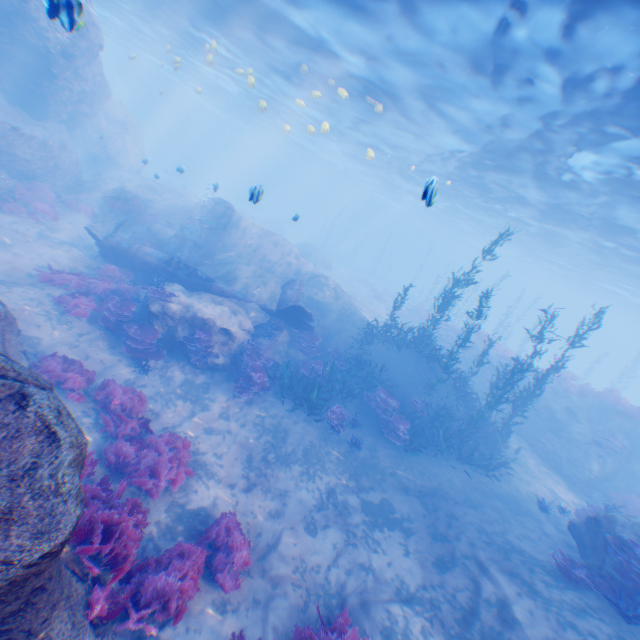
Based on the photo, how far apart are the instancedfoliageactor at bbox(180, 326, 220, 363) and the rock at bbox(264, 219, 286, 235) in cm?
3710

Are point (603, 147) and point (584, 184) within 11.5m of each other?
yes

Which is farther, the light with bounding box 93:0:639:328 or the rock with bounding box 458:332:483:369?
the rock with bounding box 458:332:483:369

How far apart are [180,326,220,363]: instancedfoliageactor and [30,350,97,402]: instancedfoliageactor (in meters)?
2.81

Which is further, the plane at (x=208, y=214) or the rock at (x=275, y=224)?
the rock at (x=275, y=224)

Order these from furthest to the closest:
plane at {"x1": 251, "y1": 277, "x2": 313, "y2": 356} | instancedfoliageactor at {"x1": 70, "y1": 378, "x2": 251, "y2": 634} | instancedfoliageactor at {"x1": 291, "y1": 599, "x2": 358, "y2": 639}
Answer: plane at {"x1": 251, "y1": 277, "x2": 313, "y2": 356}
instancedfoliageactor at {"x1": 291, "y1": 599, "x2": 358, "y2": 639}
instancedfoliageactor at {"x1": 70, "y1": 378, "x2": 251, "y2": 634}

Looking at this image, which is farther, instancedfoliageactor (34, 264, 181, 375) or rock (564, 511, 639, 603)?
instancedfoliageactor (34, 264, 181, 375)

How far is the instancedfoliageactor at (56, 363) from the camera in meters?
8.6 m
